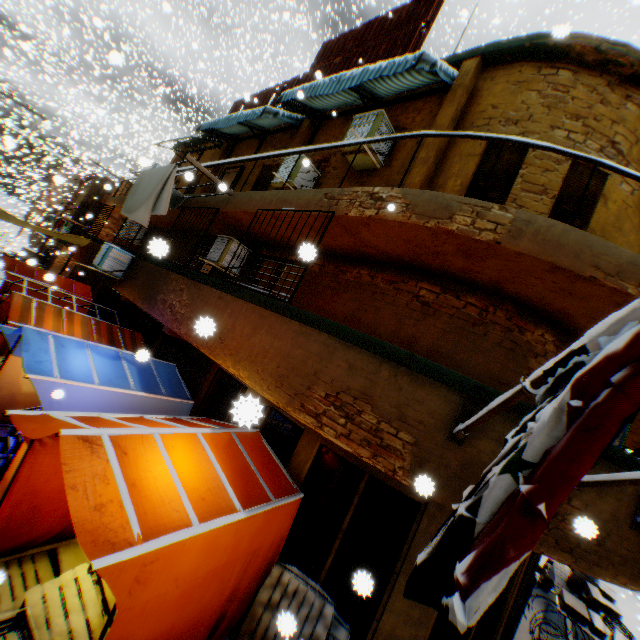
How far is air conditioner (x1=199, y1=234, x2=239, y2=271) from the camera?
8.3m

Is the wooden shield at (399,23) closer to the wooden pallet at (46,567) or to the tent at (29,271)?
the tent at (29,271)

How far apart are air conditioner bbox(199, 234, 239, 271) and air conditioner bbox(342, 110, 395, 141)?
2.7 meters

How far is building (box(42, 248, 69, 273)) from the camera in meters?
26.0 m

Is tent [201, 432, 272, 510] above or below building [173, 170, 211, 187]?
below

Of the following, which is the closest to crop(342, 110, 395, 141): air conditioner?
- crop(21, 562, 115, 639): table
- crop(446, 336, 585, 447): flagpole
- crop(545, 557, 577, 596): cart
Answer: crop(446, 336, 585, 447): flagpole

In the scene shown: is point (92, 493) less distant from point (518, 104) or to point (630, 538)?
point (630, 538)

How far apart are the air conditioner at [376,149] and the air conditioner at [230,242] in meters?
2.7
